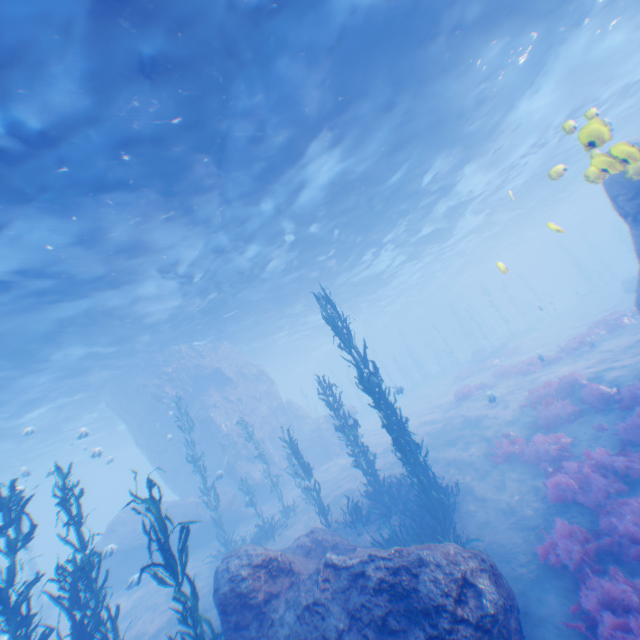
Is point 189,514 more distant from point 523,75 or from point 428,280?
point 428,280

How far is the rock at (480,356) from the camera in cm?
3196

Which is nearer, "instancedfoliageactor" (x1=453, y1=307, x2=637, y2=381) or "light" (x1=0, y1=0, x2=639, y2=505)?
"light" (x1=0, y1=0, x2=639, y2=505)

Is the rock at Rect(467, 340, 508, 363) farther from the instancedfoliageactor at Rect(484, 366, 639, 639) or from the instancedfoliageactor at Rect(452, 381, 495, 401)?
the instancedfoliageactor at Rect(484, 366, 639, 639)

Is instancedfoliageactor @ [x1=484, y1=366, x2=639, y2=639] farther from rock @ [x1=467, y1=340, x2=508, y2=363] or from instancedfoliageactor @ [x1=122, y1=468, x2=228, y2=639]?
rock @ [x1=467, y1=340, x2=508, y2=363]

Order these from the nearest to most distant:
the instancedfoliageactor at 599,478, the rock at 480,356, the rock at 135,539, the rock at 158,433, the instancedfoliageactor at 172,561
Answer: Answer: the instancedfoliageactor at 599,478 < the instancedfoliageactor at 172,561 < the rock at 135,539 < the rock at 158,433 < the rock at 480,356

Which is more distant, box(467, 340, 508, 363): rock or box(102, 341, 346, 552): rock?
box(467, 340, 508, 363): rock

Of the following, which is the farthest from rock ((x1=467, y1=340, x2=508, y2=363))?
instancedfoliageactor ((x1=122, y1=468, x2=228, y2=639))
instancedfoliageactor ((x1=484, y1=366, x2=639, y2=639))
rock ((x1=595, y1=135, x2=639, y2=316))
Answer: instancedfoliageactor ((x1=122, y1=468, x2=228, y2=639))
